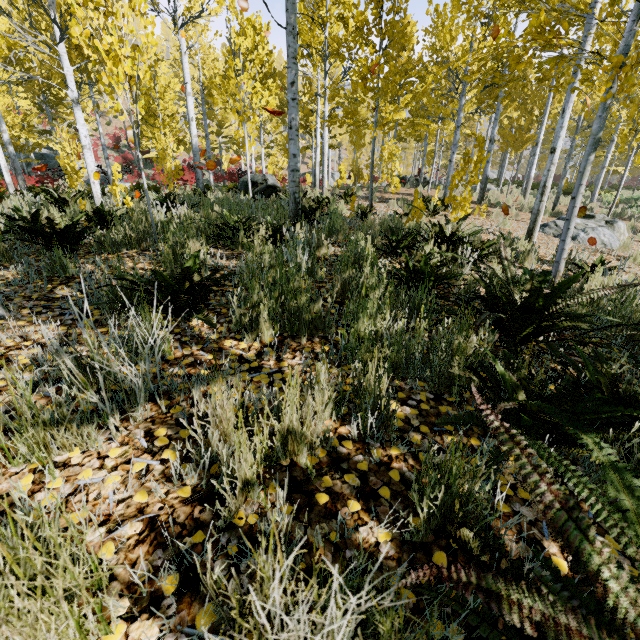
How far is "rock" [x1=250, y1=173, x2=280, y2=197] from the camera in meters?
11.5 m

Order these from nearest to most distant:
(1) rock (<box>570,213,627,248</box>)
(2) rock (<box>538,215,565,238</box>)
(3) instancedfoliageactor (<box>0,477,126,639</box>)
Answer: (3) instancedfoliageactor (<box>0,477,126,639</box>), (1) rock (<box>570,213,627,248</box>), (2) rock (<box>538,215,565,238</box>)

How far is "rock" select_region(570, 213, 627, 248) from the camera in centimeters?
762cm

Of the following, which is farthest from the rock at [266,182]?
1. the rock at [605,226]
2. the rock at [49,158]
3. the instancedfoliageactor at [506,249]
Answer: the rock at [49,158]

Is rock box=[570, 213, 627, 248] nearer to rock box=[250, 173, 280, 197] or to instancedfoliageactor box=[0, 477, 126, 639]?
instancedfoliageactor box=[0, 477, 126, 639]

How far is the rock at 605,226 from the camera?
7.6m

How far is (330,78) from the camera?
22.7 meters

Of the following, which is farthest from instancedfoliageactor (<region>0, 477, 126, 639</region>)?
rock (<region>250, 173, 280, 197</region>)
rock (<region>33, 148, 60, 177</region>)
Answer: rock (<region>250, 173, 280, 197</region>)
